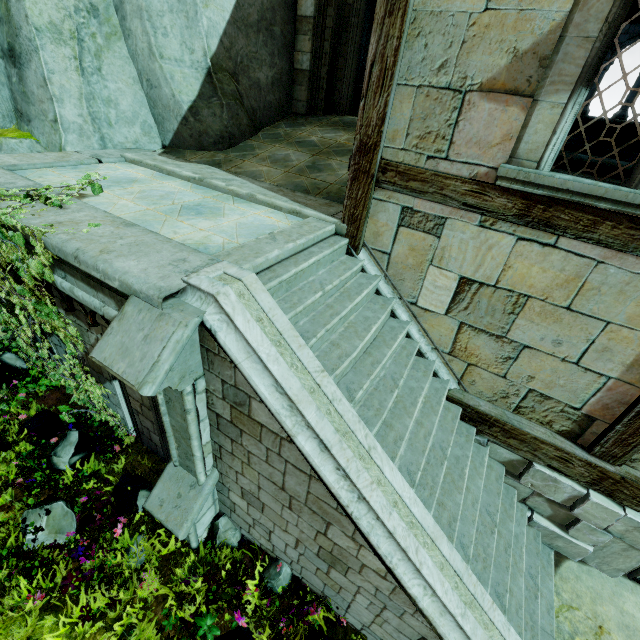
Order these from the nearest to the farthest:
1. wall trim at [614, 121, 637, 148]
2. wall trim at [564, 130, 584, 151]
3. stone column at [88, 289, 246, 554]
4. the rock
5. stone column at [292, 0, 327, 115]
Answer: stone column at [88, 289, 246, 554], the rock, stone column at [292, 0, 327, 115], wall trim at [614, 121, 637, 148], wall trim at [564, 130, 584, 151]

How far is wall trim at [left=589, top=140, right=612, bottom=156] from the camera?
9.59m

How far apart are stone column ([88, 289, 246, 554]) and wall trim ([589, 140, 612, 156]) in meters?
12.4 m

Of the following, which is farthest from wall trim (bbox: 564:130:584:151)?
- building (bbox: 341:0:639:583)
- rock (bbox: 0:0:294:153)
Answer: rock (bbox: 0:0:294:153)

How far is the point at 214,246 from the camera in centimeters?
354cm

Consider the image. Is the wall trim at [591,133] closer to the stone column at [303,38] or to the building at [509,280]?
the building at [509,280]

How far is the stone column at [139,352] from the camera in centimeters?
244cm
